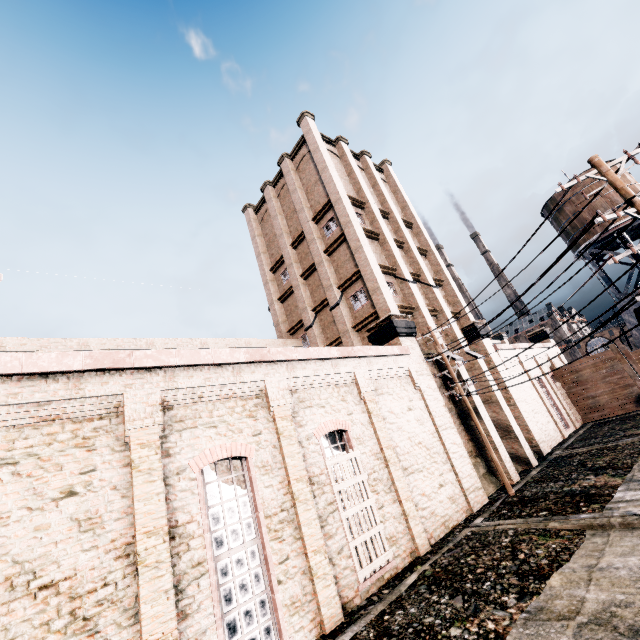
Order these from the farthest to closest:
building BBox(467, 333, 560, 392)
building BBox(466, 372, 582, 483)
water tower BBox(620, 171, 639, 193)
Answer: water tower BBox(620, 171, 639, 193) → building BBox(467, 333, 560, 392) → building BBox(466, 372, 582, 483)

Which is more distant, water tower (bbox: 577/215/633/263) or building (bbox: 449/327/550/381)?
water tower (bbox: 577/215/633/263)

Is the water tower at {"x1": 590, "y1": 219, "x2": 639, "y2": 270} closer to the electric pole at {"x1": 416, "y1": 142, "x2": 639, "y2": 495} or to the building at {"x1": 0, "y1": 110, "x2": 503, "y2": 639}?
the building at {"x1": 0, "y1": 110, "x2": 503, "y2": 639}

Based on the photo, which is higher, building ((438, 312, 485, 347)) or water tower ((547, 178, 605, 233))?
water tower ((547, 178, 605, 233))

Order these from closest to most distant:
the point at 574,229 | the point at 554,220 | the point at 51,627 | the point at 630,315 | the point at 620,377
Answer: the point at 51,627
the point at 620,377
the point at 630,315
the point at 574,229
the point at 554,220

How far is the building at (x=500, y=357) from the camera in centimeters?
2003cm

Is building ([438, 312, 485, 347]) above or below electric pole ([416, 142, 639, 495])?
above

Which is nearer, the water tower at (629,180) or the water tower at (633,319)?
the water tower at (633,319)
